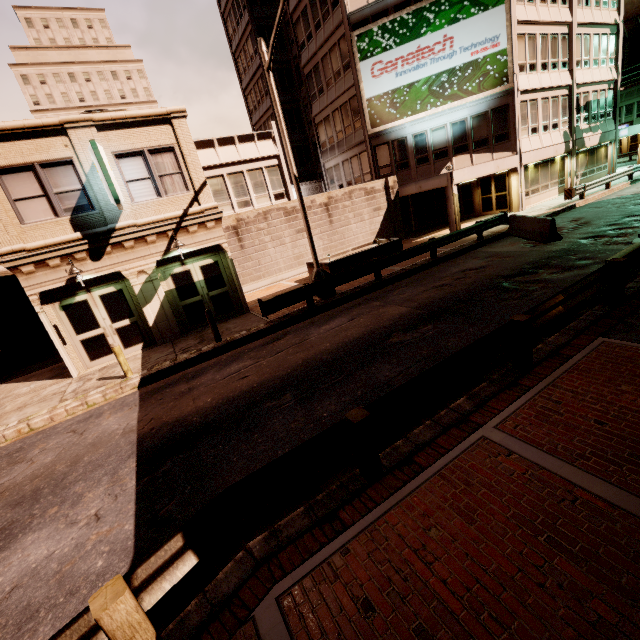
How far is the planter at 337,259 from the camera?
16.45m

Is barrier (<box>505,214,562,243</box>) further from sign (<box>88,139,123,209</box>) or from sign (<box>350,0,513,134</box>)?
sign (<box>88,139,123,209</box>)

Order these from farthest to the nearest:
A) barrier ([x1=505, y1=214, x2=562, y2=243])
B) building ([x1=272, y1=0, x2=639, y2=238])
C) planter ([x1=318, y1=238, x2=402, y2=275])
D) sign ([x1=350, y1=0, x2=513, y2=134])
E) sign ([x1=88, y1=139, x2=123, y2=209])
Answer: building ([x1=272, y1=0, x2=639, y2=238])
sign ([x1=350, y1=0, x2=513, y2=134])
planter ([x1=318, y1=238, x2=402, y2=275])
barrier ([x1=505, y1=214, x2=562, y2=243])
sign ([x1=88, y1=139, x2=123, y2=209])

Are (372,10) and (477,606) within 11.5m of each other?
no

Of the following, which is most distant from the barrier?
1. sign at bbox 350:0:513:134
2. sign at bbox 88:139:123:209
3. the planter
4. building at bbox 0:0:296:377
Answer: sign at bbox 88:139:123:209

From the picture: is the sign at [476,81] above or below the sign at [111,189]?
above

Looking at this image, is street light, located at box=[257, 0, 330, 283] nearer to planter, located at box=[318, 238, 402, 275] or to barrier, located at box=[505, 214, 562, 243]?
planter, located at box=[318, 238, 402, 275]

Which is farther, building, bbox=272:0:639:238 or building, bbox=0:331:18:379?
building, bbox=272:0:639:238
